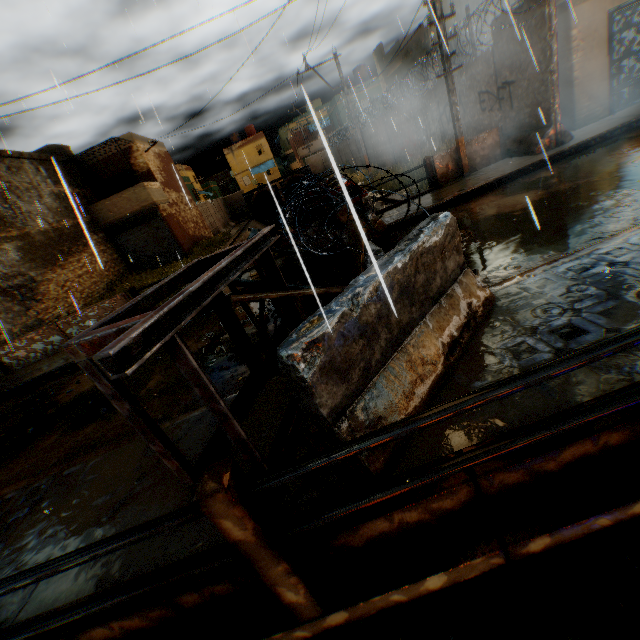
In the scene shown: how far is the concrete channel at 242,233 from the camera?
24.0m

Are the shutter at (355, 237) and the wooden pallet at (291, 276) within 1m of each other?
no

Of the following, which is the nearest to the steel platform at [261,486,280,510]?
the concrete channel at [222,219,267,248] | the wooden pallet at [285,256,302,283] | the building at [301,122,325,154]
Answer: the concrete channel at [222,219,267,248]

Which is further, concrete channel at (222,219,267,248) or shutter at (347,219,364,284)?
concrete channel at (222,219,267,248)

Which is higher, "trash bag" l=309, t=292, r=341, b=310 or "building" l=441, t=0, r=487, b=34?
"building" l=441, t=0, r=487, b=34

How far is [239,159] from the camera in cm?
5162

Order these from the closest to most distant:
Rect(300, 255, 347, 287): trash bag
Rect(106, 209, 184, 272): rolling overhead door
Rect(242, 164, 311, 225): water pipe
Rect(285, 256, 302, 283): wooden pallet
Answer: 1. Rect(300, 255, 347, 287): trash bag
2. Rect(285, 256, 302, 283): wooden pallet
3. Rect(106, 209, 184, 272): rolling overhead door
4. Rect(242, 164, 311, 225): water pipe

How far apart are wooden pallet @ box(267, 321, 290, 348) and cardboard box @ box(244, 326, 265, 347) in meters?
0.1 m
